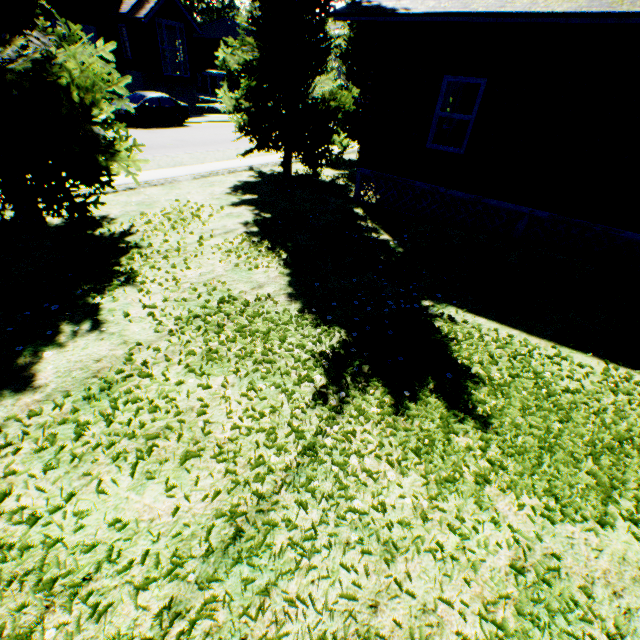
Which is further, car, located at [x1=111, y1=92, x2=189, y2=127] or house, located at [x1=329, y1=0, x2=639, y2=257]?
car, located at [x1=111, y1=92, x2=189, y2=127]

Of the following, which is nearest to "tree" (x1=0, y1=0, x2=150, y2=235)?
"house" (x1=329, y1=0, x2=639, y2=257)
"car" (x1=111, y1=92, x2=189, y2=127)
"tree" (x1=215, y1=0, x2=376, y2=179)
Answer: "tree" (x1=215, y1=0, x2=376, y2=179)

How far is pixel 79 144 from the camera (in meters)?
5.45

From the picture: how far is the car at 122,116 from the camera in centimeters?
1848cm

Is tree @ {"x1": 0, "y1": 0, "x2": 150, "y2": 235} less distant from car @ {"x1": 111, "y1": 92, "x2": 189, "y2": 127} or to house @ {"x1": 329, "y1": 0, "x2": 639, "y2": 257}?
house @ {"x1": 329, "y1": 0, "x2": 639, "y2": 257}

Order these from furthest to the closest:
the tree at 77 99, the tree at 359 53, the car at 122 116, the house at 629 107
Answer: the car at 122 116 → the tree at 359 53 → the house at 629 107 → the tree at 77 99

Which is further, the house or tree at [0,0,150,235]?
the house

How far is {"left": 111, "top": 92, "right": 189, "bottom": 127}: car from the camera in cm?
1848
